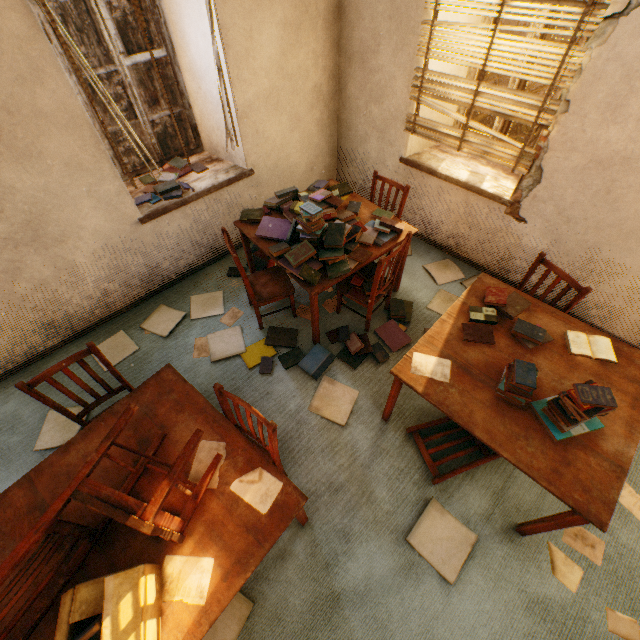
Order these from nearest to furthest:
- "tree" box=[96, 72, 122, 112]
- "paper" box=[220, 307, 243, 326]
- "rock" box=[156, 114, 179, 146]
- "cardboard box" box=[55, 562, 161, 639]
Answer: "cardboard box" box=[55, 562, 161, 639], "paper" box=[220, 307, 243, 326], "tree" box=[96, 72, 122, 112], "rock" box=[156, 114, 179, 146]

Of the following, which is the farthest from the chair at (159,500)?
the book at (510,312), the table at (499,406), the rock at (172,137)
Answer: the rock at (172,137)

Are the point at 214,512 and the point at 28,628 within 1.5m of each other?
yes

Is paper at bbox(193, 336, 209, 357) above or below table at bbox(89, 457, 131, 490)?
below

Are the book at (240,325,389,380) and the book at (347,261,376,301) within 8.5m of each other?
yes

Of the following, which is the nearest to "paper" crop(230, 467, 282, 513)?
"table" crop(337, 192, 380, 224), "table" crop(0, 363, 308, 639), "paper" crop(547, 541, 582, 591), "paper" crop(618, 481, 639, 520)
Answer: "table" crop(0, 363, 308, 639)

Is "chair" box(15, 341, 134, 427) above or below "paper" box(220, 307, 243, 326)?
above

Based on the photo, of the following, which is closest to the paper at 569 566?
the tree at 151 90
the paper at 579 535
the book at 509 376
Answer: the paper at 579 535
